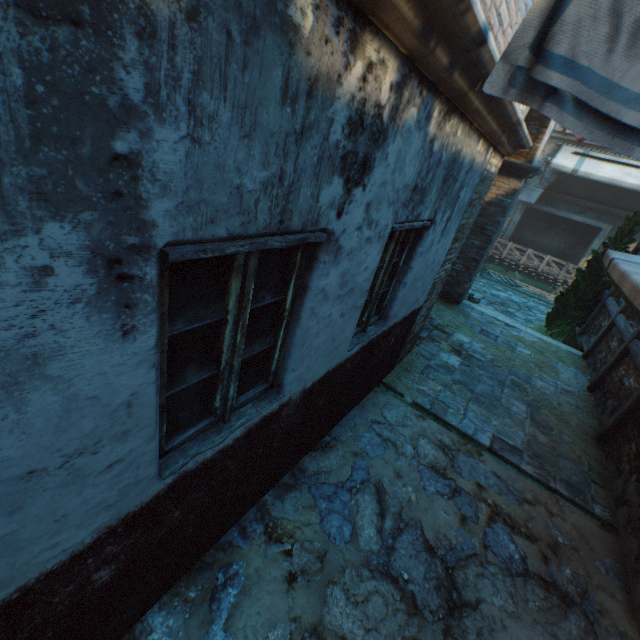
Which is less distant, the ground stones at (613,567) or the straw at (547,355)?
the ground stones at (613,567)

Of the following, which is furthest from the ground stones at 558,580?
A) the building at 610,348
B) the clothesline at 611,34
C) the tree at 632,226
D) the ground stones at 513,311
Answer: the ground stones at 513,311

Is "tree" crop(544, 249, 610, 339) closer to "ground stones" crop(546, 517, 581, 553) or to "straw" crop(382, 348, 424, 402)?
"straw" crop(382, 348, 424, 402)

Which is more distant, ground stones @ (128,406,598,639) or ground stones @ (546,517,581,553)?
ground stones @ (546,517,581,553)

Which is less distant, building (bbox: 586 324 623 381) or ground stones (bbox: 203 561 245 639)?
ground stones (bbox: 203 561 245 639)

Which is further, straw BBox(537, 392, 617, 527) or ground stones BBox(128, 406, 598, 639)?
straw BBox(537, 392, 617, 527)

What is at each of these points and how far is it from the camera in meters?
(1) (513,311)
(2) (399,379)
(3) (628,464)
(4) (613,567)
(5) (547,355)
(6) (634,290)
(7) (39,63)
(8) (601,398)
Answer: (1) ground stones, 13.9
(2) straw, 5.7
(3) building, 4.6
(4) ground stones, 3.6
(5) straw, 8.3
(6) awning, 2.9
(7) building, 0.7
(8) building, 6.5

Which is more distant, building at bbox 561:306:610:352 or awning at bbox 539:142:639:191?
awning at bbox 539:142:639:191
